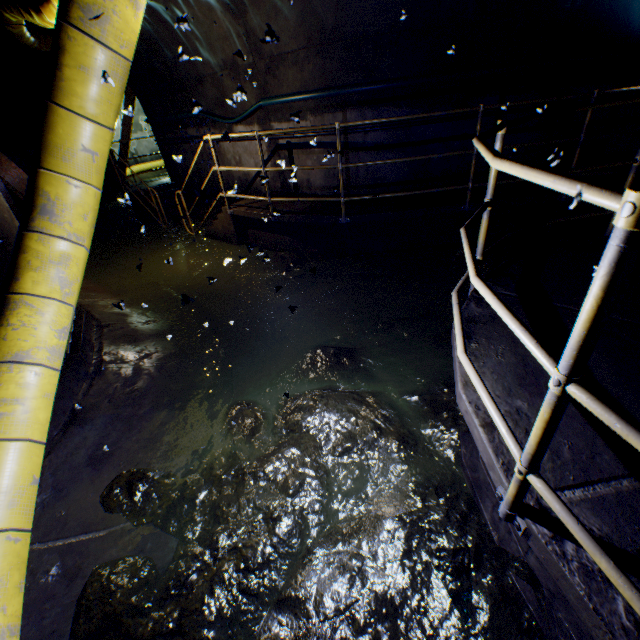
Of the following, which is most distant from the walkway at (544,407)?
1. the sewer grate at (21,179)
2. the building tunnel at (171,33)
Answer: the sewer grate at (21,179)

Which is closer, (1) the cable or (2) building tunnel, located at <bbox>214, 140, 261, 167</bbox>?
(1) the cable

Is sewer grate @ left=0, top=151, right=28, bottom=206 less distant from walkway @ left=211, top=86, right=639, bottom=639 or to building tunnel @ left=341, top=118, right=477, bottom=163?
building tunnel @ left=341, top=118, right=477, bottom=163

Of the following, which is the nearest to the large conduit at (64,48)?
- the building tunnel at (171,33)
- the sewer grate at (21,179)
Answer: the building tunnel at (171,33)

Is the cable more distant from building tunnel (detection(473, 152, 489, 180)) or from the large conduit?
the large conduit

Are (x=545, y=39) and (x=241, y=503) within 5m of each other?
no

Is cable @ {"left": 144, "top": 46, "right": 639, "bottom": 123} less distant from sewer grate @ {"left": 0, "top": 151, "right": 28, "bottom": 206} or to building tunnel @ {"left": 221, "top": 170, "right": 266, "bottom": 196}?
building tunnel @ {"left": 221, "top": 170, "right": 266, "bottom": 196}

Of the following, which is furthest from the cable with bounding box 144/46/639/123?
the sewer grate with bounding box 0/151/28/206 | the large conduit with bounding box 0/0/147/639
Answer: the sewer grate with bounding box 0/151/28/206
